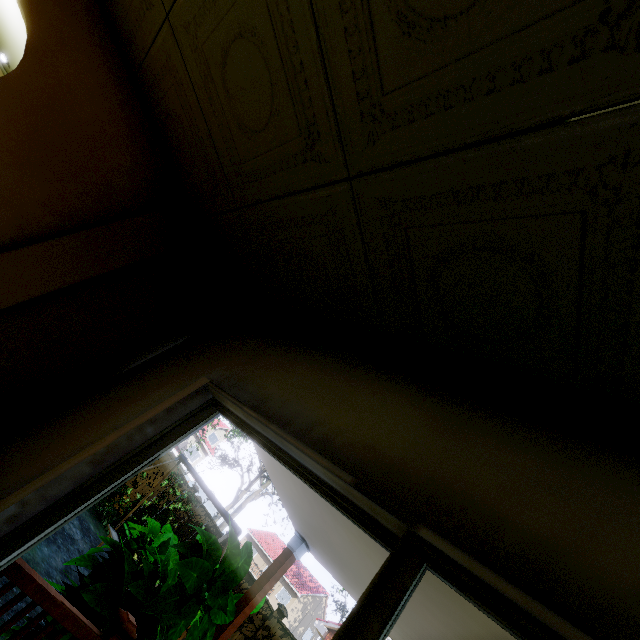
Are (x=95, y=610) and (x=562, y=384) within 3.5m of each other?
no

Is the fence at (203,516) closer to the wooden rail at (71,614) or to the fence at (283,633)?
the fence at (283,633)

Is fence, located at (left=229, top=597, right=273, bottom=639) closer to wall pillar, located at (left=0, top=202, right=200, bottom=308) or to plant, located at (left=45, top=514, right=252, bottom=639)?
plant, located at (left=45, top=514, right=252, bottom=639)

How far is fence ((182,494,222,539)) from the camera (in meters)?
10.80

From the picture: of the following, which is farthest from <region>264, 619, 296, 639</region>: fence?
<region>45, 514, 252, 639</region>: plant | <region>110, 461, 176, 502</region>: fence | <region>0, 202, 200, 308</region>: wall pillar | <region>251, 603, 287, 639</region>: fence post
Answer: <region>0, 202, 200, 308</region>: wall pillar

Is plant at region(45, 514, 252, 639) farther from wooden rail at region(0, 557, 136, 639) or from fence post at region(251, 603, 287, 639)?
fence post at region(251, 603, 287, 639)

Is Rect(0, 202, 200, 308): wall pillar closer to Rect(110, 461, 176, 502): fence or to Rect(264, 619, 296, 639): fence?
Rect(110, 461, 176, 502): fence

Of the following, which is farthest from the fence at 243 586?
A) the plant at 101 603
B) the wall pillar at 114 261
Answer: the wall pillar at 114 261
